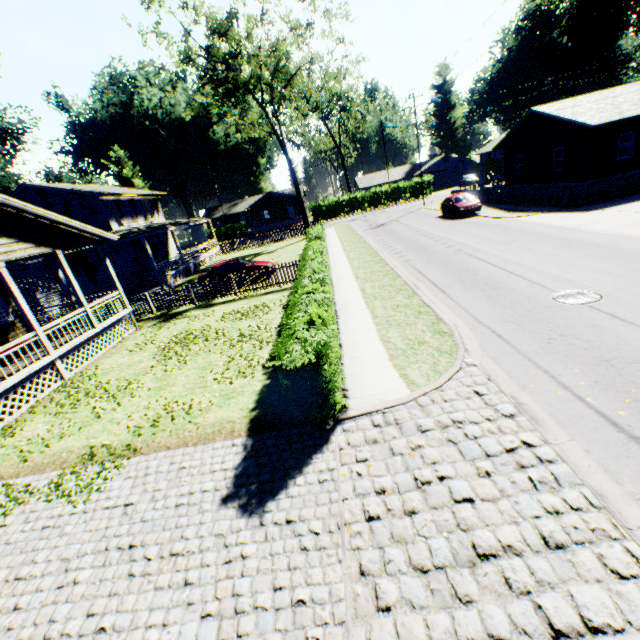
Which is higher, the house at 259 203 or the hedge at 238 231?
the house at 259 203

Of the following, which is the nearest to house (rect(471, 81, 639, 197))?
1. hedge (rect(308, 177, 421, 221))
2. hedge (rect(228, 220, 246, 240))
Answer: hedge (rect(308, 177, 421, 221))

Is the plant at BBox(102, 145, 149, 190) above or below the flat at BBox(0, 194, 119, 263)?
above

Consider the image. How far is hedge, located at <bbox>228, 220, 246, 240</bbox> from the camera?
54.5m

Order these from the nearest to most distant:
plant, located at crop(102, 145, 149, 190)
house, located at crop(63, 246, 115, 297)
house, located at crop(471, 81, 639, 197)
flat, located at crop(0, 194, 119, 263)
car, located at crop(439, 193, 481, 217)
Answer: flat, located at crop(0, 194, 119, 263) < house, located at crop(471, 81, 639, 197) < house, located at crop(63, 246, 115, 297) < car, located at crop(439, 193, 481, 217) < plant, located at crop(102, 145, 149, 190)

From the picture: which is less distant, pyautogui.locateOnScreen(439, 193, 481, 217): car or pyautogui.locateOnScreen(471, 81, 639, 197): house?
pyautogui.locateOnScreen(471, 81, 639, 197): house

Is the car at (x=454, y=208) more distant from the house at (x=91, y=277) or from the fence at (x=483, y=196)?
the house at (x=91, y=277)

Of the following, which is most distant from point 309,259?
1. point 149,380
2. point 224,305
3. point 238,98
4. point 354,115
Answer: point 354,115
